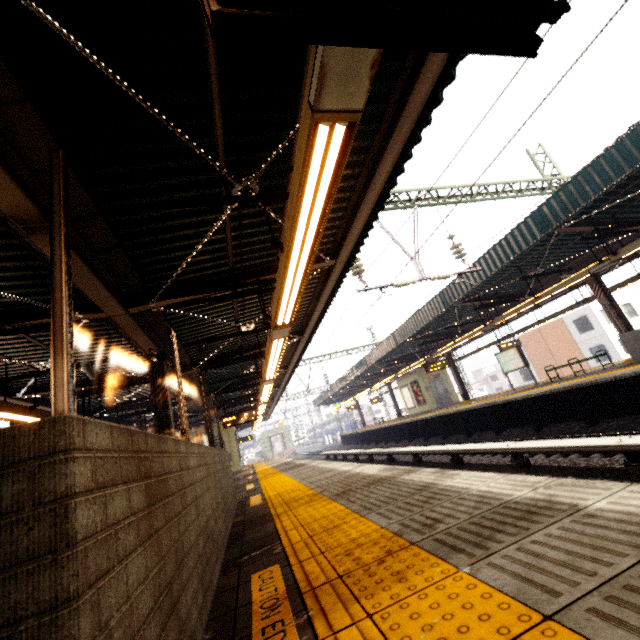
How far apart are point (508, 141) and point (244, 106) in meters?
3.4

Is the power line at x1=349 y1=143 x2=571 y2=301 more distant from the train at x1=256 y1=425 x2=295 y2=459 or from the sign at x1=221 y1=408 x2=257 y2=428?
the train at x1=256 y1=425 x2=295 y2=459

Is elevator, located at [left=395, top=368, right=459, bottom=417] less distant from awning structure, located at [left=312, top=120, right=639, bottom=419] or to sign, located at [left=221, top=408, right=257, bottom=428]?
awning structure, located at [left=312, top=120, right=639, bottom=419]

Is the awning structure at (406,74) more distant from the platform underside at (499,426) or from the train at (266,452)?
the platform underside at (499,426)

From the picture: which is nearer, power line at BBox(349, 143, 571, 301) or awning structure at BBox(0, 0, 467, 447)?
awning structure at BBox(0, 0, 467, 447)

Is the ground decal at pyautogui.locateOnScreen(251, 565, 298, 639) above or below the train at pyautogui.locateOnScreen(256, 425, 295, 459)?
below

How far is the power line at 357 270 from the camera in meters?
9.3 m

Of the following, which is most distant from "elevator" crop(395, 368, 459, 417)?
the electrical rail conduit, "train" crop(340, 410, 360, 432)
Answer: "train" crop(340, 410, 360, 432)
